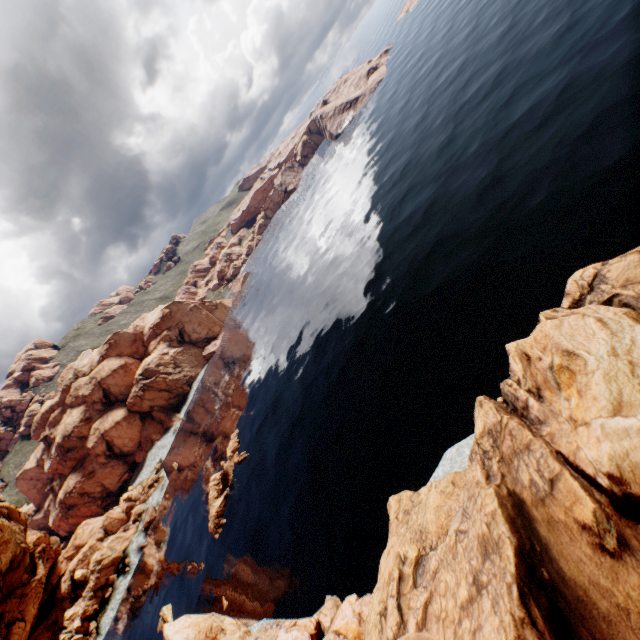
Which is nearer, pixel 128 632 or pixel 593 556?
pixel 593 556

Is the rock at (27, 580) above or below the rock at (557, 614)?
above

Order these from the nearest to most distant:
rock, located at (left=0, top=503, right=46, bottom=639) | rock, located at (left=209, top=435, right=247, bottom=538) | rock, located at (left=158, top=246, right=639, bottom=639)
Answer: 1. rock, located at (left=158, top=246, right=639, bottom=639)
2. rock, located at (left=0, top=503, right=46, bottom=639)
3. rock, located at (left=209, top=435, right=247, bottom=538)

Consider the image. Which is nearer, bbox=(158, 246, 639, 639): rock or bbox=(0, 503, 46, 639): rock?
bbox=(158, 246, 639, 639): rock

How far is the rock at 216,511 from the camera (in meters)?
48.47

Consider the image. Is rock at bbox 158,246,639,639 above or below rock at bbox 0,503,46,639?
below
